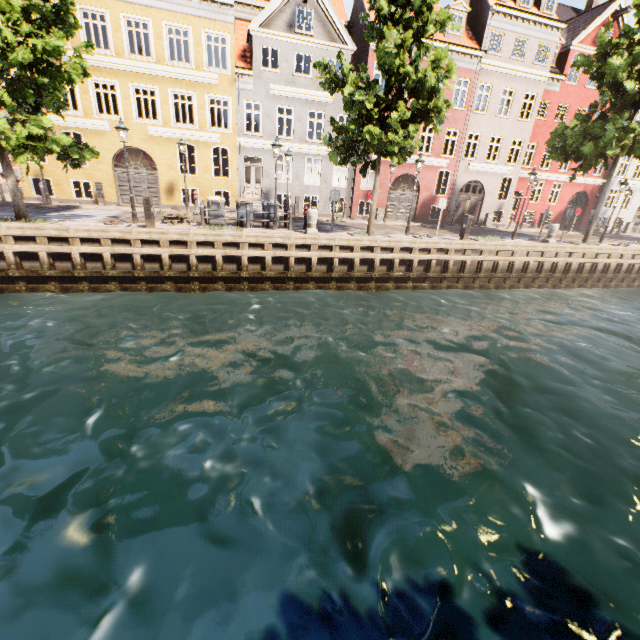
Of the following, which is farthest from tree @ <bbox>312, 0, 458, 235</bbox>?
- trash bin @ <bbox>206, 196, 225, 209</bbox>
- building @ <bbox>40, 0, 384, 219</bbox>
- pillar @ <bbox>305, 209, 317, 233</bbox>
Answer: trash bin @ <bbox>206, 196, 225, 209</bbox>

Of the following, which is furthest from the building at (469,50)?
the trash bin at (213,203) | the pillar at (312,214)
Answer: the trash bin at (213,203)

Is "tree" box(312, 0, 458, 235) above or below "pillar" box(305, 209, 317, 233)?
above

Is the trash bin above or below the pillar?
above

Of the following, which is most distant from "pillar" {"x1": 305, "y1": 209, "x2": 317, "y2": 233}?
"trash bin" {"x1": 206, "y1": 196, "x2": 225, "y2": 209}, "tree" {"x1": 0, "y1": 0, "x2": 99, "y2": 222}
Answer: "trash bin" {"x1": 206, "y1": 196, "x2": 225, "y2": 209}

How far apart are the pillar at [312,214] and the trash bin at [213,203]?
3.8 meters

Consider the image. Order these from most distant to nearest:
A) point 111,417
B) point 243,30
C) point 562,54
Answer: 1. point 562,54
2. point 243,30
3. point 111,417

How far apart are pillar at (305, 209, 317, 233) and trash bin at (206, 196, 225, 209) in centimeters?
381cm
